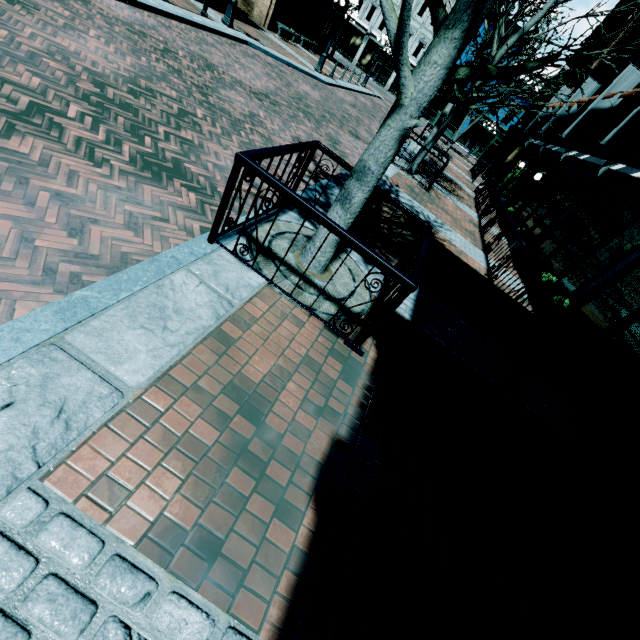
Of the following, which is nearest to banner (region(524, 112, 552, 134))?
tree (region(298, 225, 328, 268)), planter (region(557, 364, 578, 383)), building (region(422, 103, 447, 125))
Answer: building (region(422, 103, 447, 125))

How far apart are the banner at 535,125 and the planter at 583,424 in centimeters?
2428cm

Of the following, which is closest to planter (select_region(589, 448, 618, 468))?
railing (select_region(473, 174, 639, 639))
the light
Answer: railing (select_region(473, 174, 639, 639))

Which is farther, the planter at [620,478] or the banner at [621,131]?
the banner at [621,131]

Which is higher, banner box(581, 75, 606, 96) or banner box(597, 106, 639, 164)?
banner box(581, 75, 606, 96)

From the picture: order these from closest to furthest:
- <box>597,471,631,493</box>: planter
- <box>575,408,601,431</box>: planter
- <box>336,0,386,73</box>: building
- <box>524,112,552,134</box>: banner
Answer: <box>597,471,631,493</box>: planter, <box>575,408,601,431</box>: planter, <box>524,112,552,134</box>: banner, <box>336,0,386,73</box>: building

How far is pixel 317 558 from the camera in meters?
2.1

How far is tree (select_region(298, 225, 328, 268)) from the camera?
3.9m
